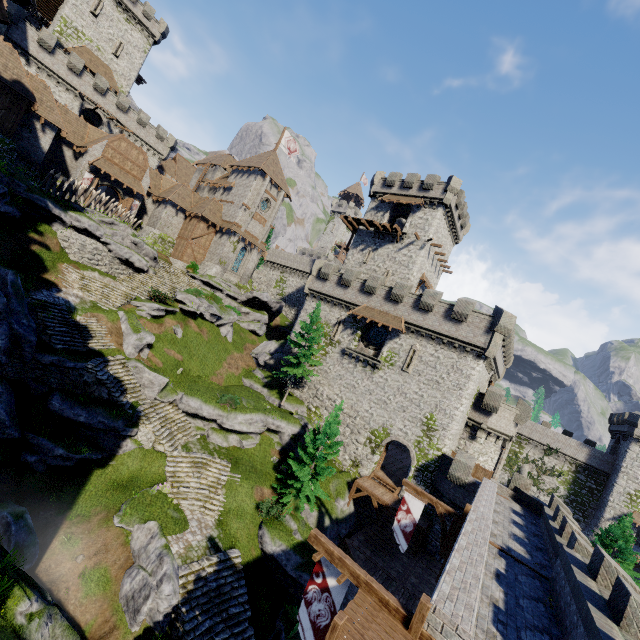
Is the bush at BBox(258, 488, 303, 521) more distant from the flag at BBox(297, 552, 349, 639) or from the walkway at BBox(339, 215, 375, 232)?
the walkway at BBox(339, 215, 375, 232)

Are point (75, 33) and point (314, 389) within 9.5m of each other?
no

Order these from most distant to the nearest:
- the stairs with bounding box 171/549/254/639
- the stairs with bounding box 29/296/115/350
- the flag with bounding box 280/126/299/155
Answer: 1. the flag with bounding box 280/126/299/155
2. the stairs with bounding box 29/296/115/350
3. the stairs with bounding box 171/549/254/639

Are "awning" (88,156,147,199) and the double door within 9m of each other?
yes

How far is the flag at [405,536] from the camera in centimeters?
1661cm

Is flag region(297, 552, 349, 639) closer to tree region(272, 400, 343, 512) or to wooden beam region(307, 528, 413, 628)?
wooden beam region(307, 528, 413, 628)

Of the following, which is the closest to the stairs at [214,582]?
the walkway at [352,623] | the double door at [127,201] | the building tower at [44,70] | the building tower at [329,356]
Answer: the walkway at [352,623]

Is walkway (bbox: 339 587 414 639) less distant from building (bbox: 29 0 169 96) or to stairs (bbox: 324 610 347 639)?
stairs (bbox: 324 610 347 639)
